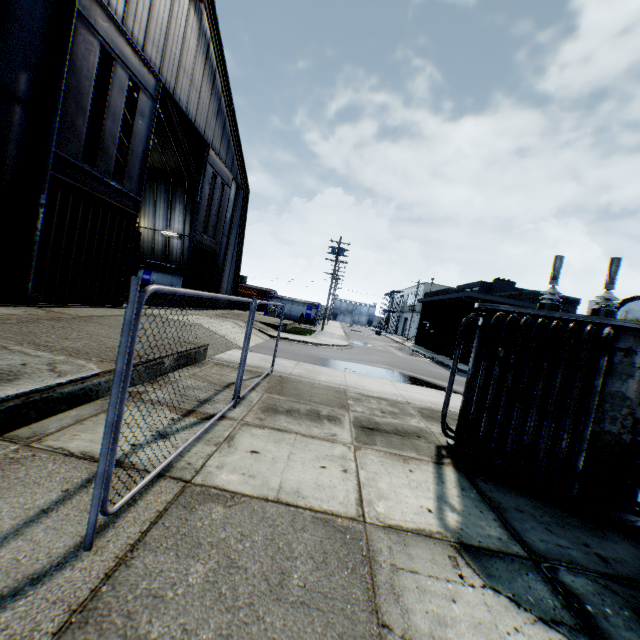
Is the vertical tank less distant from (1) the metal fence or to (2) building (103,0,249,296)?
(1) the metal fence

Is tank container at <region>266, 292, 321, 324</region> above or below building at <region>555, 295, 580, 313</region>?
below

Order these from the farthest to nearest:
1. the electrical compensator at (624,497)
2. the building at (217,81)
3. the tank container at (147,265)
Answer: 1. the tank container at (147,265)
2. the building at (217,81)
3. the electrical compensator at (624,497)

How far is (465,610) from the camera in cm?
270

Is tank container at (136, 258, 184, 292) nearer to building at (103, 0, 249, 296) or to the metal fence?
building at (103, 0, 249, 296)

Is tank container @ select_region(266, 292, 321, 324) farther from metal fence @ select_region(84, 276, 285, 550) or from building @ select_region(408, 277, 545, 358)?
metal fence @ select_region(84, 276, 285, 550)

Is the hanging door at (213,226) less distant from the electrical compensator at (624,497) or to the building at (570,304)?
the electrical compensator at (624,497)

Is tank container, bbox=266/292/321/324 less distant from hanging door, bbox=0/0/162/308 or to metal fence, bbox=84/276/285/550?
hanging door, bbox=0/0/162/308
